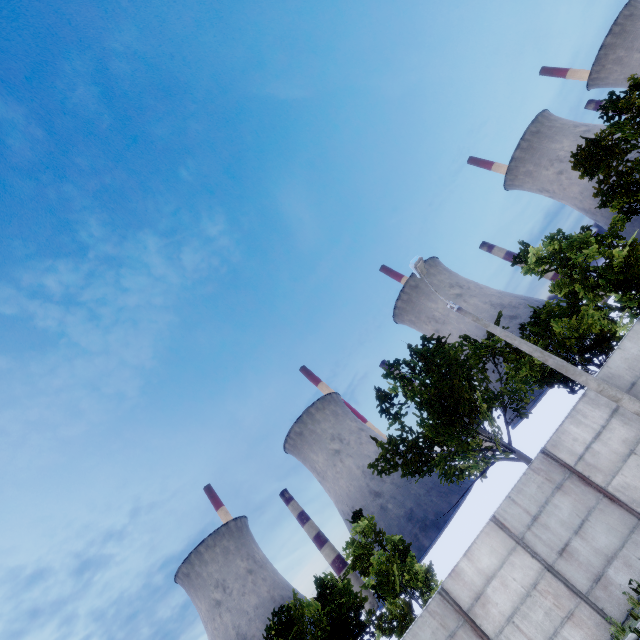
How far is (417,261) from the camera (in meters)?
11.30
